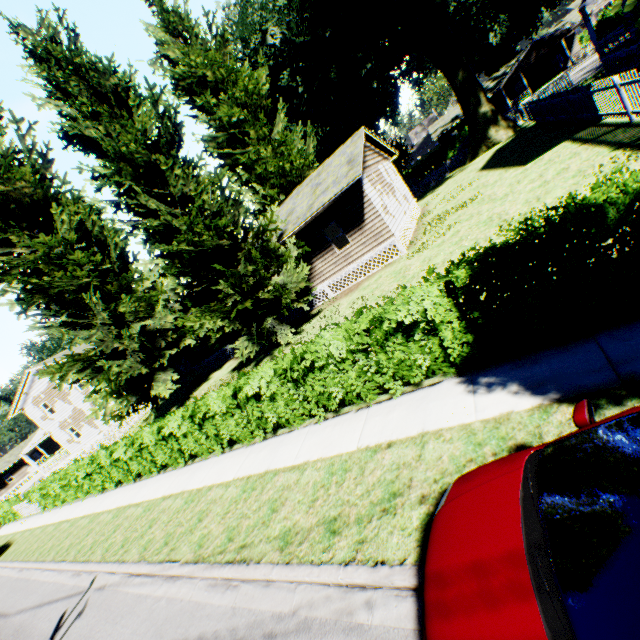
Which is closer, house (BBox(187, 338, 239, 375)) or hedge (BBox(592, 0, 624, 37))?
house (BBox(187, 338, 239, 375))

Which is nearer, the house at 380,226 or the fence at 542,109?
the fence at 542,109

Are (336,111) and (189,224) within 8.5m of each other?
no

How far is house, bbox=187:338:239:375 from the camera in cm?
2478

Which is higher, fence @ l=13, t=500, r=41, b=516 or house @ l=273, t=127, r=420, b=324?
house @ l=273, t=127, r=420, b=324

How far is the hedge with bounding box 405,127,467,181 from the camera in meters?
43.7 m

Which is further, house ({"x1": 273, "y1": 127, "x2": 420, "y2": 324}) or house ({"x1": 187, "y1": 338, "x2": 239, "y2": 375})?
house ({"x1": 187, "y1": 338, "x2": 239, "y2": 375})

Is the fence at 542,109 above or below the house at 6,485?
below
